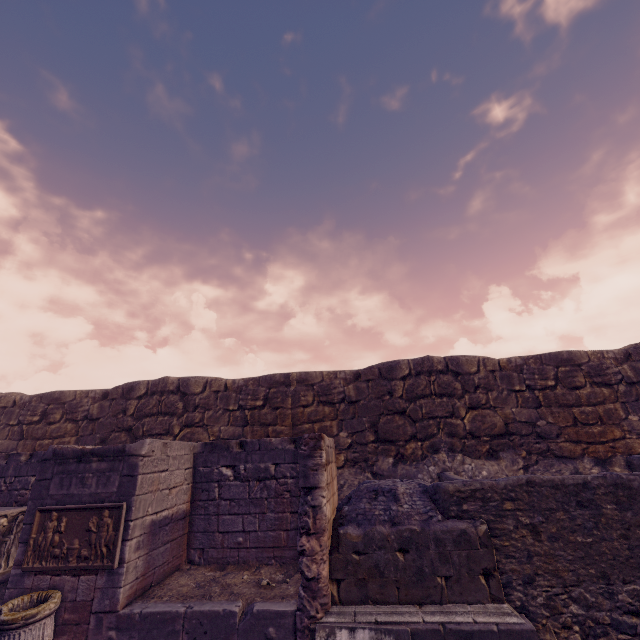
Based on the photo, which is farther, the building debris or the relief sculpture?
the relief sculpture

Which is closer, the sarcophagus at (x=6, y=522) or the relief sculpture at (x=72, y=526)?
the relief sculpture at (x=72, y=526)

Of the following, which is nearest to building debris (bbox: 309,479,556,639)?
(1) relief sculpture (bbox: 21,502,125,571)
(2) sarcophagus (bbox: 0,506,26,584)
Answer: (1) relief sculpture (bbox: 21,502,125,571)

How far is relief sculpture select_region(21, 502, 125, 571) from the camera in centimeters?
492cm

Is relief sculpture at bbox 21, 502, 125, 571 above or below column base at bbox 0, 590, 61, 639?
above

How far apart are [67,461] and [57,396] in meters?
7.5

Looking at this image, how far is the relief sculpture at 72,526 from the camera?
4.9 meters

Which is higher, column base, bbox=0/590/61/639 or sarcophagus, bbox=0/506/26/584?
sarcophagus, bbox=0/506/26/584
